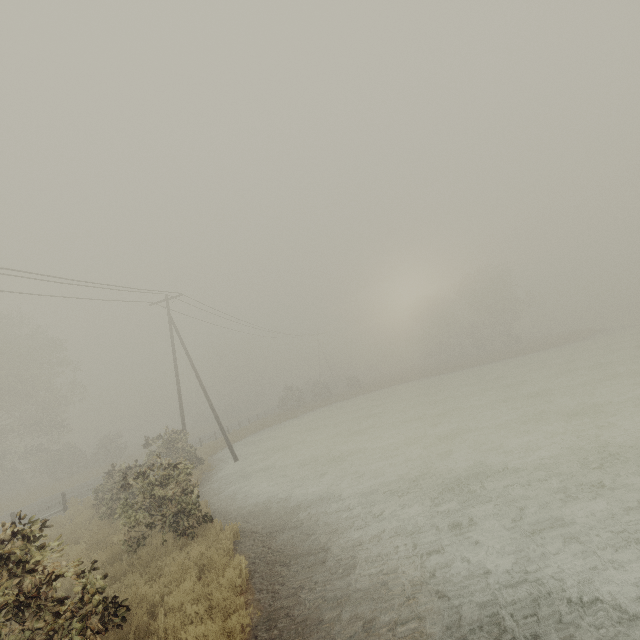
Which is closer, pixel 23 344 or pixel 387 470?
pixel 387 470

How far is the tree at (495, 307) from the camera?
49.31m

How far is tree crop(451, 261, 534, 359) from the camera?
→ 49.3m

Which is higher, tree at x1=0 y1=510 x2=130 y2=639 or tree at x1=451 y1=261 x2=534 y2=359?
tree at x1=451 y1=261 x2=534 y2=359

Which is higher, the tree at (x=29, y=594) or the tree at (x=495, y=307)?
the tree at (x=495, y=307)

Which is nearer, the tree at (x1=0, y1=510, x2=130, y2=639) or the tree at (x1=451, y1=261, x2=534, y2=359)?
the tree at (x1=0, y1=510, x2=130, y2=639)
